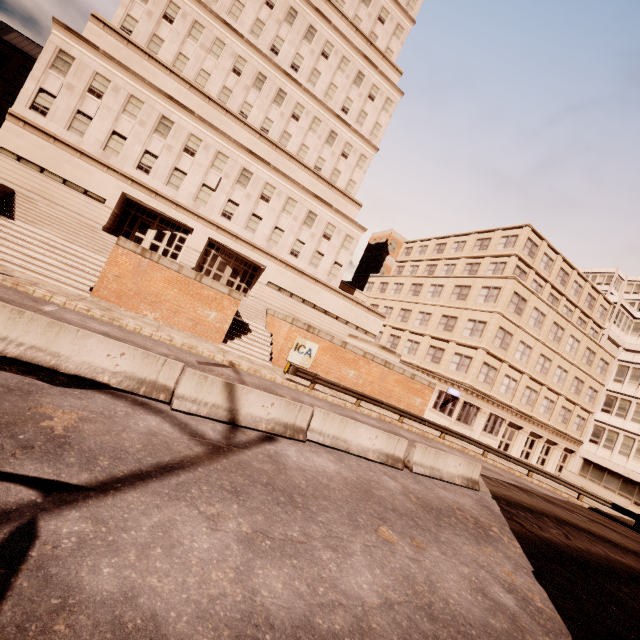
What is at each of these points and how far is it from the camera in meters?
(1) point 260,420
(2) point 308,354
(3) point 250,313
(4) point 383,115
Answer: (1) barrier, 9.0
(2) sign, 21.5
(3) bp, 25.2
(4) building, 35.0

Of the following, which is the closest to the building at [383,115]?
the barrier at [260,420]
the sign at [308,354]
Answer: the sign at [308,354]

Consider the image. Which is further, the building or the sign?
the building

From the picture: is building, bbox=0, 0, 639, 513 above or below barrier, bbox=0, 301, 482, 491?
above

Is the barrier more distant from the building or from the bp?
the building

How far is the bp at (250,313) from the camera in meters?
20.0

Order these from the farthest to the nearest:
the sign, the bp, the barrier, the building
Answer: the building
the sign
the bp
the barrier

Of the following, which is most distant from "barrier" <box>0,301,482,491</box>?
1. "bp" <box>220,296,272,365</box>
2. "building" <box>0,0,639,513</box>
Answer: "building" <box>0,0,639,513</box>
